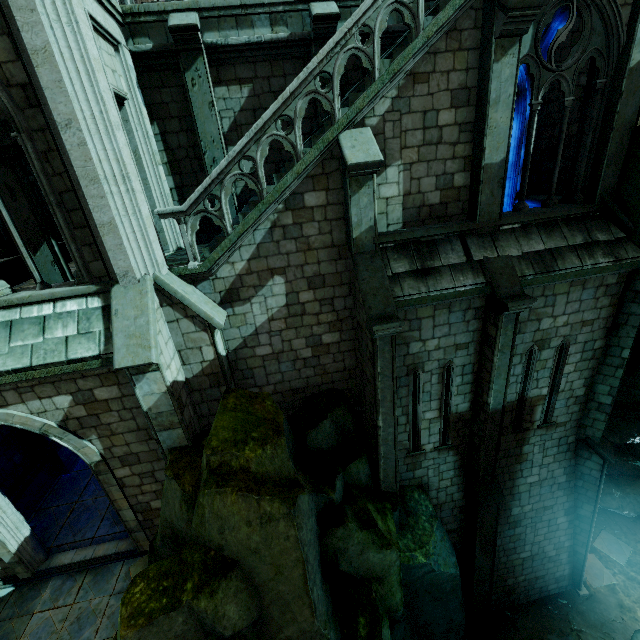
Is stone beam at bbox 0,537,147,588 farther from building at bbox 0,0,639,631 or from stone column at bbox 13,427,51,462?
stone column at bbox 13,427,51,462

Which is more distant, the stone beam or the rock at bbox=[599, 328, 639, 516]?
the rock at bbox=[599, 328, 639, 516]

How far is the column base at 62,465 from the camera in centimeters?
1150cm

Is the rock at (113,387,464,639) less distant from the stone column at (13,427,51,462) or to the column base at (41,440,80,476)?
the stone column at (13,427,51,462)

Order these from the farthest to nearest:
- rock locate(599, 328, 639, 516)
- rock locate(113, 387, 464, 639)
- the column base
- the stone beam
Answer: the column base → rock locate(599, 328, 639, 516) → the stone beam → rock locate(113, 387, 464, 639)

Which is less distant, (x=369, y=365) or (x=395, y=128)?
(x=395, y=128)

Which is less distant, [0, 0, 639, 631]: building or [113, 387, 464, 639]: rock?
[113, 387, 464, 639]: rock

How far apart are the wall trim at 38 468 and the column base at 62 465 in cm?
1
